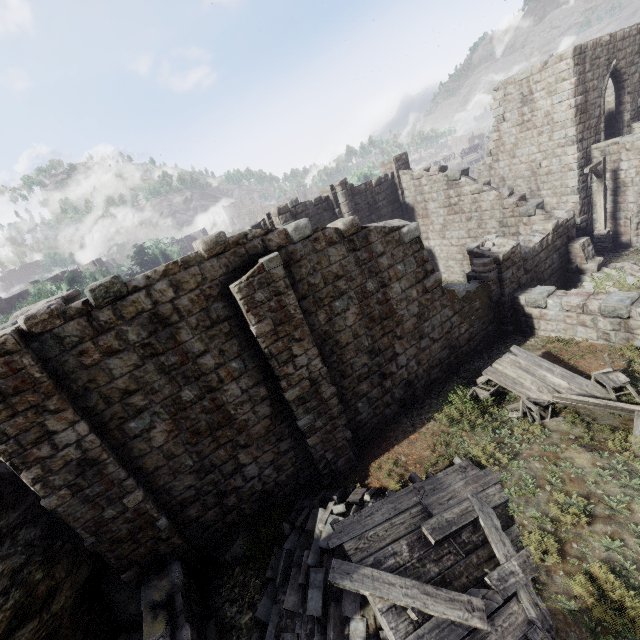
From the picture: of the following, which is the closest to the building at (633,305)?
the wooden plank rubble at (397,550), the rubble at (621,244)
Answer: the rubble at (621,244)

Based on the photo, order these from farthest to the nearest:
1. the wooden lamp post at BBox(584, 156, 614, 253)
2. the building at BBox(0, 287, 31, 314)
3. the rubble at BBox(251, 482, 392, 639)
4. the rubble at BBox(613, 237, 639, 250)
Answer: the building at BBox(0, 287, 31, 314) < the rubble at BBox(613, 237, 639, 250) < the wooden lamp post at BBox(584, 156, 614, 253) < the rubble at BBox(251, 482, 392, 639)

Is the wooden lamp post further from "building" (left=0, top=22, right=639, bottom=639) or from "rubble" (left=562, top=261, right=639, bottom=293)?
"rubble" (left=562, top=261, right=639, bottom=293)

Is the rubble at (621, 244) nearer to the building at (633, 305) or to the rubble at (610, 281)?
the building at (633, 305)

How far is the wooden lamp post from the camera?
15.3m

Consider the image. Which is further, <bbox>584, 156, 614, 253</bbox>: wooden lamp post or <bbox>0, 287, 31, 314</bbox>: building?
<bbox>0, 287, 31, 314</bbox>: building

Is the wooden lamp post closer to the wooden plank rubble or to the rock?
the wooden plank rubble

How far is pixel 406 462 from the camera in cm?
920
